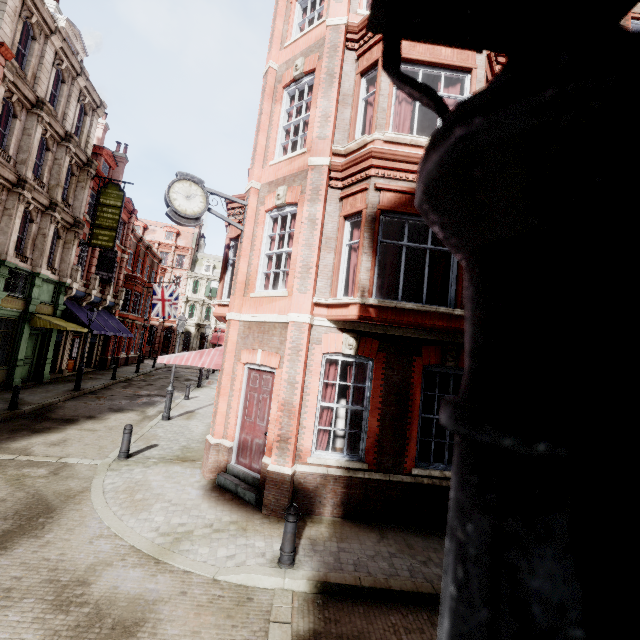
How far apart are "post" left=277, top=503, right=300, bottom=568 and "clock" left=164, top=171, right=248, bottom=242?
7.1m

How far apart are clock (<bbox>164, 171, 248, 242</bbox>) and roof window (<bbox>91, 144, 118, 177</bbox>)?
20.2m

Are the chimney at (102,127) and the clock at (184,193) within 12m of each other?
no

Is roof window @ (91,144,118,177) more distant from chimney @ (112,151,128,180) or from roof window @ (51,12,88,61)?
roof window @ (51,12,88,61)

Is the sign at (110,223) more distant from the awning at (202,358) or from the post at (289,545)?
the post at (289,545)

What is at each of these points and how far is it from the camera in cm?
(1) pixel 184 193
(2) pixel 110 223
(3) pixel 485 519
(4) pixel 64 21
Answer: (1) clock, 859
(2) sign, 2080
(3) street light, 16
(4) roof window, 1839

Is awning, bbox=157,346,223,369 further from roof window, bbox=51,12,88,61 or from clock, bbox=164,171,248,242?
roof window, bbox=51,12,88,61

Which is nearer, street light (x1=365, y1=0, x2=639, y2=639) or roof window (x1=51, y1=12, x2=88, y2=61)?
street light (x1=365, y1=0, x2=639, y2=639)
